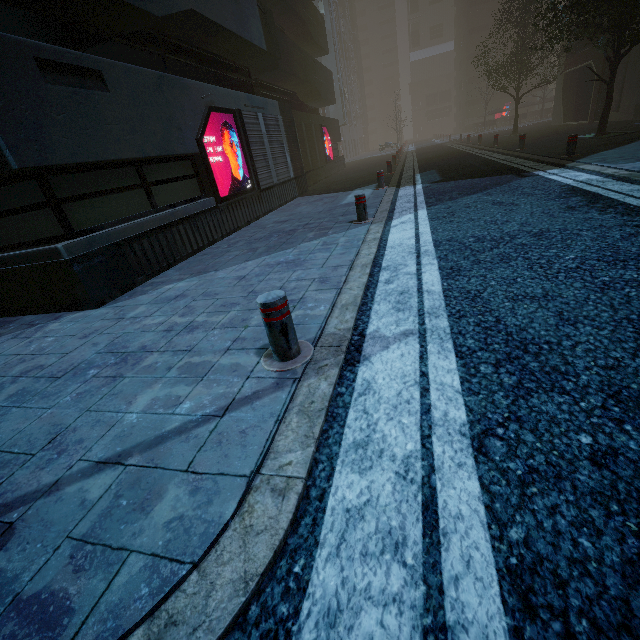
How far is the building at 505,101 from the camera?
49.4 meters

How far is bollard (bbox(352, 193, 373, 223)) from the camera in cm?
660

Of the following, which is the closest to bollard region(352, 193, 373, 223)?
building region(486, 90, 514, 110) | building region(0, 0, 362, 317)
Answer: building region(0, 0, 362, 317)

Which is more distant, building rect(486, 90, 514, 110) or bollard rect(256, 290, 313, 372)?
building rect(486, 90, 514, 110)

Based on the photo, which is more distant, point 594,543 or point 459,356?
point 459,356

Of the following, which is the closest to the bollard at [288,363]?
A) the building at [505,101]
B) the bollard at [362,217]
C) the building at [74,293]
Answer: the building at [74,293]

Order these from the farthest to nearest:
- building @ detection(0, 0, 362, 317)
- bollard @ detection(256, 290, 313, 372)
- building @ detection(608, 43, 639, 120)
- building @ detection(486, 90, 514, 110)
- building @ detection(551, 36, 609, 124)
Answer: A: building @ detection(486, 90, 514, 110) → building @ detection(551, 36, 609, 124) → building @ detection(608, 43, 639, 120) → building @ detection(0, 0, 362, 317) → bollard @ detection(256, 290, 313, 372)
